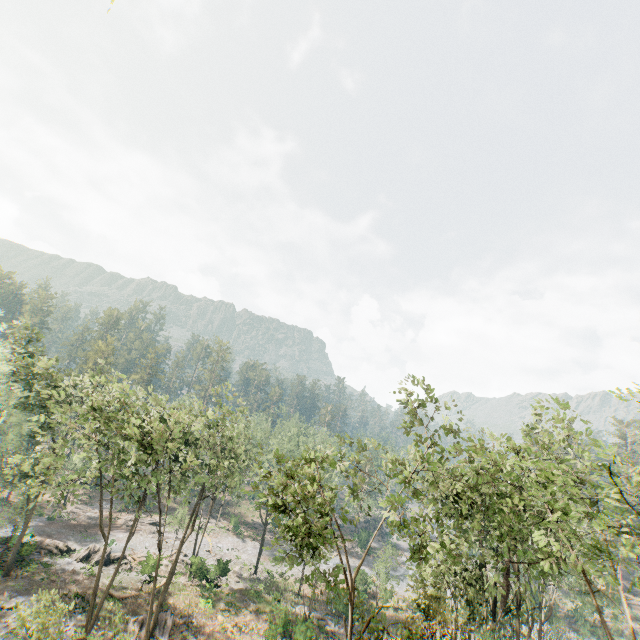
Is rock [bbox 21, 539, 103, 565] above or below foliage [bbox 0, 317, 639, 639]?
below

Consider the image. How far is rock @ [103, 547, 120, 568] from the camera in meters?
35.3

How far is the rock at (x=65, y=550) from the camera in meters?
34.0

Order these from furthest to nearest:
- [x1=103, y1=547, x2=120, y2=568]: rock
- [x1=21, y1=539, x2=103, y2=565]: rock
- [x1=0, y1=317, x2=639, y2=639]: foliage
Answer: [x1=103, y1=547, x2=120, y2=568]: rock
[x1=21, y1=539, x2=103, y2=565]: rock
[x1=0, y1=317, x2=639, y2=639]: foliage

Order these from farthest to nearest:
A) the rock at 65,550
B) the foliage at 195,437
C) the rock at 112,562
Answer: the rock at 112,562, the rock at 65,550, the foliage at 195,437

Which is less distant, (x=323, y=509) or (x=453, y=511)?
(x=453, y=511)

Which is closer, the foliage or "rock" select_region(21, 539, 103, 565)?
the foliage
